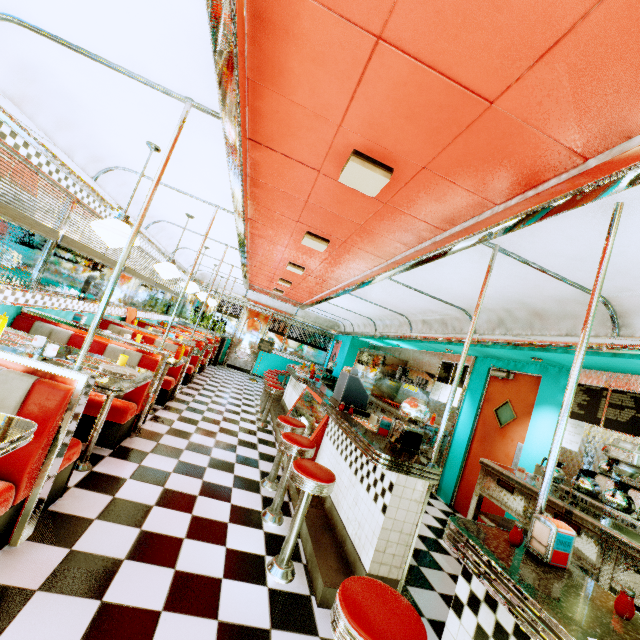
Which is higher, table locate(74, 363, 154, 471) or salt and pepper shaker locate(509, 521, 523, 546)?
salt and pepper shaker locate(509, 521, 523, 546)

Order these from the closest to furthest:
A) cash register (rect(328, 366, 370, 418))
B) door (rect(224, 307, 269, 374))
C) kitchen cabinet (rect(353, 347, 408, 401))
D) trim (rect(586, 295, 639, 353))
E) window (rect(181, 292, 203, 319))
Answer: trim (rect(586, 295, 639, 353)) → cash register (rect(328, 366, 370, 418)) → kitchen cabinet (rect(353, 347, 408, 401)) → window (rect(181, 292, 203, 319)) → door (rect(224, 307, 269, 374))

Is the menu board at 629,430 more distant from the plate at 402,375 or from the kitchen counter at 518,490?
the plate at 402,375

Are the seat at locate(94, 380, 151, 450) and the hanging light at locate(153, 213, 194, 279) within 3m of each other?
yes

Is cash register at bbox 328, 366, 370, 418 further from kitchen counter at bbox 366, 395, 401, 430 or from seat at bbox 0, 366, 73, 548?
seat at bbox 0, 366, 73, 548

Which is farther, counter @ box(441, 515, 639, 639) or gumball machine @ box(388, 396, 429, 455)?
gumball machine @ box(388, 396, 429, 455)

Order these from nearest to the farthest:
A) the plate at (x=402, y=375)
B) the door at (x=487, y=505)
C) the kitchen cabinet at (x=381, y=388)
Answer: the door at (x=487, y=505)
the plate at (x=402, y=375)
the kitchen cabinet at (x=381, y=388)

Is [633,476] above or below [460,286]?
below
